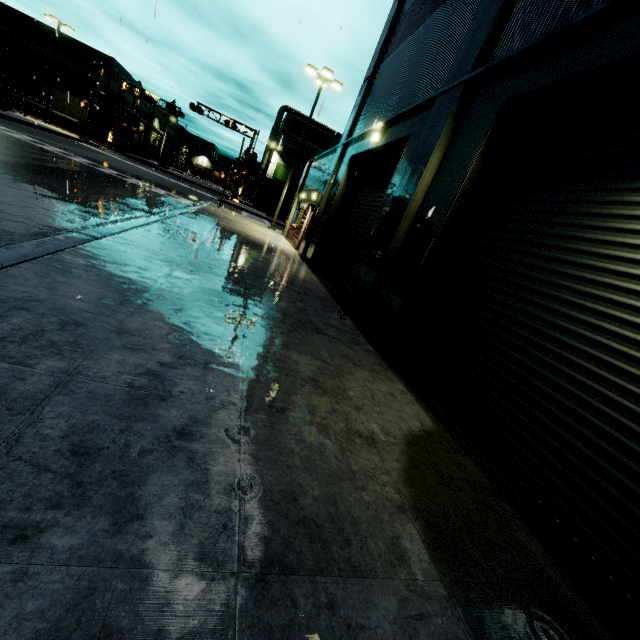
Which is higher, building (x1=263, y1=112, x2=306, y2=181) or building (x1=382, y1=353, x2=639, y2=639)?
building (x1=263, y1=112, x2=306, y2=181)

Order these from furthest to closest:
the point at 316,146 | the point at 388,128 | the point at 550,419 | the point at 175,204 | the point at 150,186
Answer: the point at 316,146, the point at 150,186, the point at 175,204, the point at 388,128, the point at 550,419

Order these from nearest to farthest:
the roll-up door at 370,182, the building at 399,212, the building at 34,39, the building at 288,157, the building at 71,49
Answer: the building at 399,212 → the roll-up door at 370,182 → the building at 34,39 → the building at 71,49 → the building at 288,157

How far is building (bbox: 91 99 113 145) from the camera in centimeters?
4450cm

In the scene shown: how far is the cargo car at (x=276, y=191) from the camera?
47.53m

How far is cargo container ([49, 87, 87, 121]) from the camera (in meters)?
39.56

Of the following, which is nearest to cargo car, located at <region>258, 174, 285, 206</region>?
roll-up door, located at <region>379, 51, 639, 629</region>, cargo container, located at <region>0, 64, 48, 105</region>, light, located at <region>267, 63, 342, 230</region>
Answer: cargo container, located at <region>0, 64, 48, 105</region>

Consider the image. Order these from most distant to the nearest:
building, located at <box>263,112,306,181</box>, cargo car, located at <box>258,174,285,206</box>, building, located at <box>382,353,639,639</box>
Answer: building, located at <box>263,112,306,181</box>
cargo car, located at <box>258,174,285,206</box>
building, located at <box>382,353,639,639</box>
